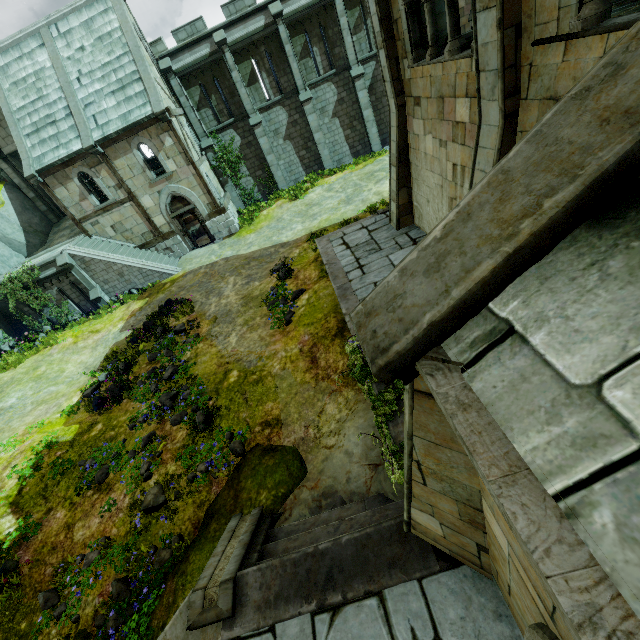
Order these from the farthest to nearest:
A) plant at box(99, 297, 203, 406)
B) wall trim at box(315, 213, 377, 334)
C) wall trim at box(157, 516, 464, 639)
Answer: plant at box(99, 297, 203, 406), wall trim at box(315, 213, 377, 334), wall trim at box(157, 516, 464, 639)

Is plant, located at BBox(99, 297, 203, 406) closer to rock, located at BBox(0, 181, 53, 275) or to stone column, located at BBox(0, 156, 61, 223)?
rock, located at BBox(0, 181, 53, 275)

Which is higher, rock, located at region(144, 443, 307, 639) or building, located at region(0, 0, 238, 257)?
building, located at region(0, 0, 238, 257)

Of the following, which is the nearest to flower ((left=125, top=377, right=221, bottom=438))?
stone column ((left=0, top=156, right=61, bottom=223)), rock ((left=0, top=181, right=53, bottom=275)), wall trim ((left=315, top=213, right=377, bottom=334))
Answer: wall trim ((left=315, top=213, right=377, bottom=334))

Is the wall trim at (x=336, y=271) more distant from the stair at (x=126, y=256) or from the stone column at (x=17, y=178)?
the stone column at (x=17, y=178)

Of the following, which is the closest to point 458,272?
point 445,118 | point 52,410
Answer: point 445,118

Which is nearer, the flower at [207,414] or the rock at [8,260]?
the flower at [207,414]

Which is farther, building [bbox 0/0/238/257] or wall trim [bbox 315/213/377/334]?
building [bbox 0/0/238/257]
